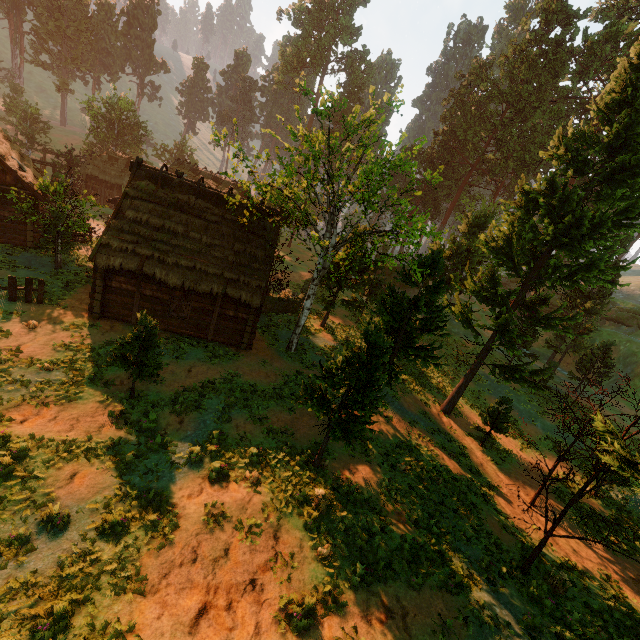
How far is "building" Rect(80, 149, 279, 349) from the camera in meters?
16.2 m

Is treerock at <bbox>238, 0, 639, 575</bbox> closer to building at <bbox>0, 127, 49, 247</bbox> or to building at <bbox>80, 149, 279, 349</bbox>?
building at <bbox>0, 127, 49, 247</bbox>

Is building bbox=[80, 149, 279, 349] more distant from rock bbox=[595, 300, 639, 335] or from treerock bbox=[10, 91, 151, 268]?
rock bbox=[595, 300, 639, 335]

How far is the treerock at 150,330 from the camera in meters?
11.3 m

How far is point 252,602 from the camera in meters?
7.6 m

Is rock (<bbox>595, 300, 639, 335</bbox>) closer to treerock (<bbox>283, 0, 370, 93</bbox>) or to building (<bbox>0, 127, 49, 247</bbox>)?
treerock (<bbox>283, 0, 370, 93</bbox>)
